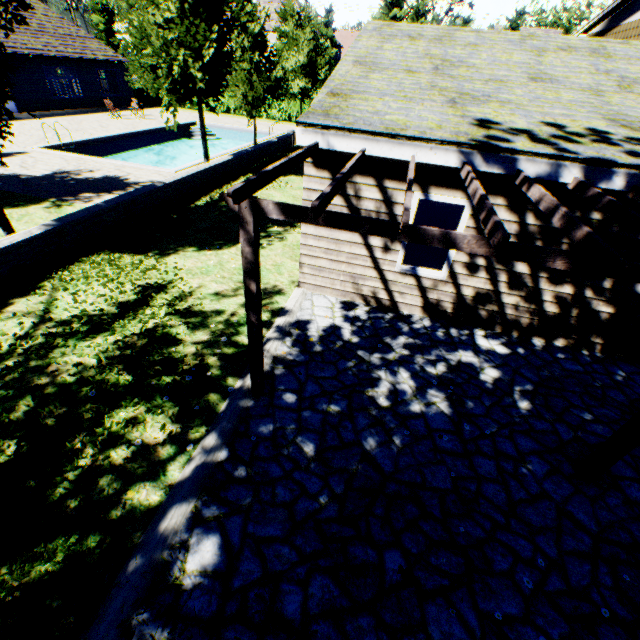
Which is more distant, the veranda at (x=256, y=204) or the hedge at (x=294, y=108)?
the hedge at (x=294, y=108)

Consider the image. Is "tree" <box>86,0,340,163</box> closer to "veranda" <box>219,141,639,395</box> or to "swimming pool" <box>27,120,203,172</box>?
"swimming pool" <box>27,120,203,172</box>

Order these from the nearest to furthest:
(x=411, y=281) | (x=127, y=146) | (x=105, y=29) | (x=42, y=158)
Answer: (x=411, y=281), (x=42, y=158), (x=127, y=146), (x=105, y=29)

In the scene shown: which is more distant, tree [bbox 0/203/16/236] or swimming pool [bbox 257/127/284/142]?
swimming pool [bbox 257/127/284/142]

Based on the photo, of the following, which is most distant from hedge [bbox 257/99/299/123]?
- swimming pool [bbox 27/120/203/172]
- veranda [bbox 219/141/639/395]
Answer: veranda [bbox 219/141/639/395]

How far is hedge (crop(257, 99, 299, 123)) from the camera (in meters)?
30.58

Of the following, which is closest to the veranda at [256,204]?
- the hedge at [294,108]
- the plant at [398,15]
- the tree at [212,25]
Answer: the tree at [212,25]

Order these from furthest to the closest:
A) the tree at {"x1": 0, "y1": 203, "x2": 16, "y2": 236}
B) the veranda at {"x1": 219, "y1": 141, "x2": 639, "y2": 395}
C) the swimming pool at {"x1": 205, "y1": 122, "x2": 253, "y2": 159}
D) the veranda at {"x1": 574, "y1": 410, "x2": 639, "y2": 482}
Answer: the swimming pool at {"x1": 205, "y1": 122, "x2": 253, "y2": 159} → the tree at {"x1": 0, "y1": 203, "x2": 16, "y2": 236} → the veranda at {"x1": 574, "y1": 410, "x2": 639, "y2": 482} → the veranda at {"x1": 219, "y1": 141, "x2": 639, "y2": 395}
